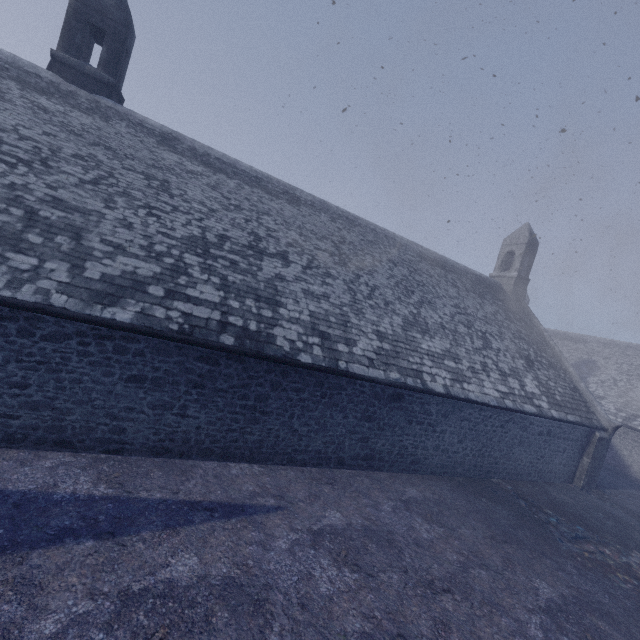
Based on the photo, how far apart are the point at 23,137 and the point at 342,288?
9.6 meters
